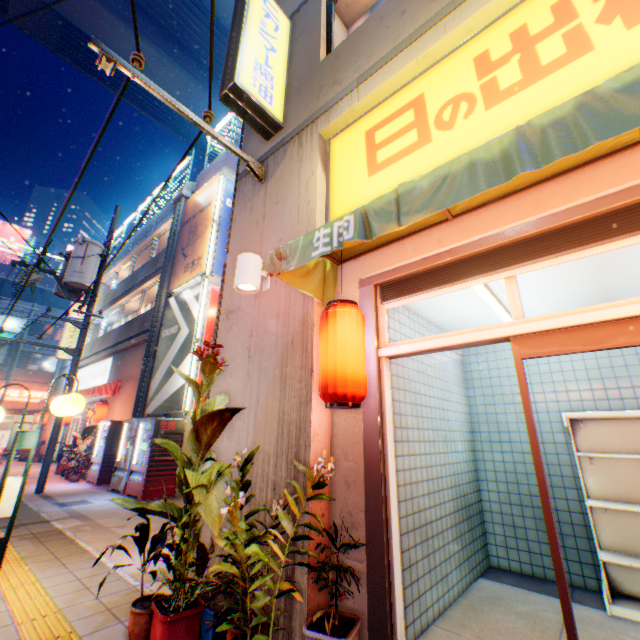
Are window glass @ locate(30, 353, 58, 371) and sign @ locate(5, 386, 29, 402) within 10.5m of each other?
yes

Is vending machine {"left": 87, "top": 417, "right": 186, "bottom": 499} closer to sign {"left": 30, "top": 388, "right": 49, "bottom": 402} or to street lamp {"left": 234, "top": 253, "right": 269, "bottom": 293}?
street lamp {"left": 234, "top": 253, "right": 269, "bottom": 293}

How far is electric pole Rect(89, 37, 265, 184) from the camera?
3.32m

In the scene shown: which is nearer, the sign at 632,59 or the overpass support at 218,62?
the sign at 632,59

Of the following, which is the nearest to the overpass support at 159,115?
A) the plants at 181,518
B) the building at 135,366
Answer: the building at 135,366

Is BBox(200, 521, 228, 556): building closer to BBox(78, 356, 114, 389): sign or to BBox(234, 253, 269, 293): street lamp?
BBox(234, 253, 269, 293): street lamp

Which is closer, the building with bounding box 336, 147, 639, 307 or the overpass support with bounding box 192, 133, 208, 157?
the building with bounding box 336, 147, 639, 307

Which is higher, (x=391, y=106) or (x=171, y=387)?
(x=391, y=106)
